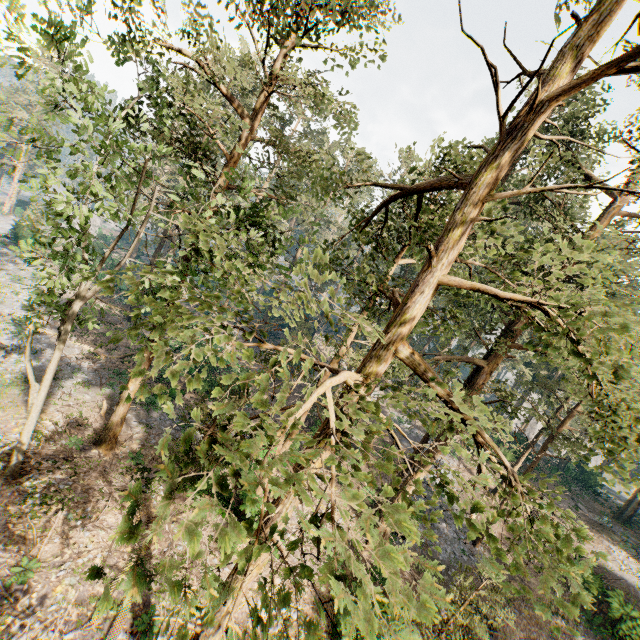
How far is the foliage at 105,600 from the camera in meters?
1.9 m

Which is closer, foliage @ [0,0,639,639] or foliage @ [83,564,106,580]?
foliage @ [83,564,106,580]

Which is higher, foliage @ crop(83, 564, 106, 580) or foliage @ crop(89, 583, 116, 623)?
foliage @ crop(83, 564, 106, 580)

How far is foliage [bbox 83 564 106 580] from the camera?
1.91m

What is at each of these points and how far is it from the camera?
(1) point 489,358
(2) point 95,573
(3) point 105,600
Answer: (1) foliage, 19.86m
(2) foliage, 1.94m
(3) foliage, 1.91m

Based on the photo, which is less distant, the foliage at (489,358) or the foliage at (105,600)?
the foliage at (105,600)
